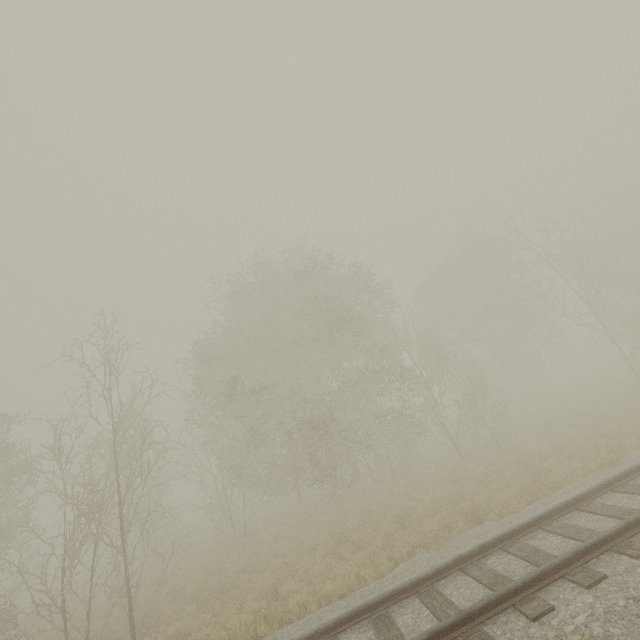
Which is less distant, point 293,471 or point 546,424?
point 546,424
